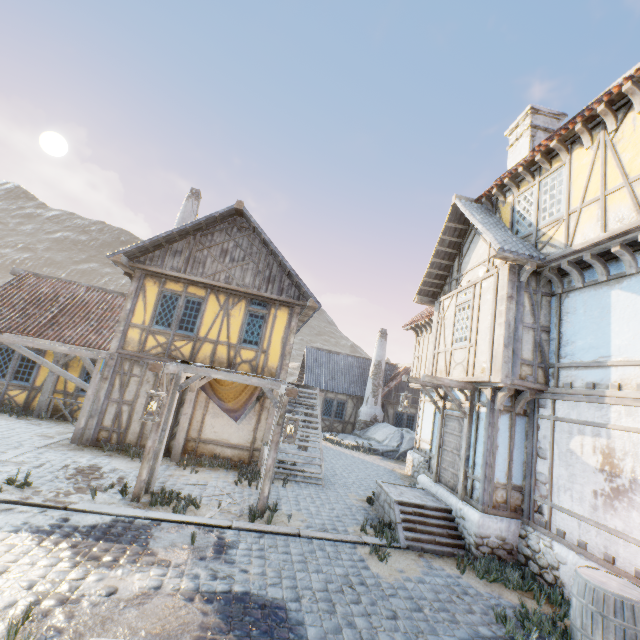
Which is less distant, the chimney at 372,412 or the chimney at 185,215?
the chimney at 185,215

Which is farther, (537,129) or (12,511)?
(537,129)

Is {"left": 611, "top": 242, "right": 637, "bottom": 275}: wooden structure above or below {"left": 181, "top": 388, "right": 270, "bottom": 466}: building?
above

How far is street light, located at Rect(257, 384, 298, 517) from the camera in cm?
665

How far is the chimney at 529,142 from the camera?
11.9 meters

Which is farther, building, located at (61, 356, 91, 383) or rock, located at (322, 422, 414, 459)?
rock, located at (322, 422, 414, 459)

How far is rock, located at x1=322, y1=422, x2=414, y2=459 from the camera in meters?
18.2 m

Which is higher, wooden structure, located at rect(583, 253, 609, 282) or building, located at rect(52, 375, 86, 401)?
wooden structure, located at rect(583, 253, 609, 282)
